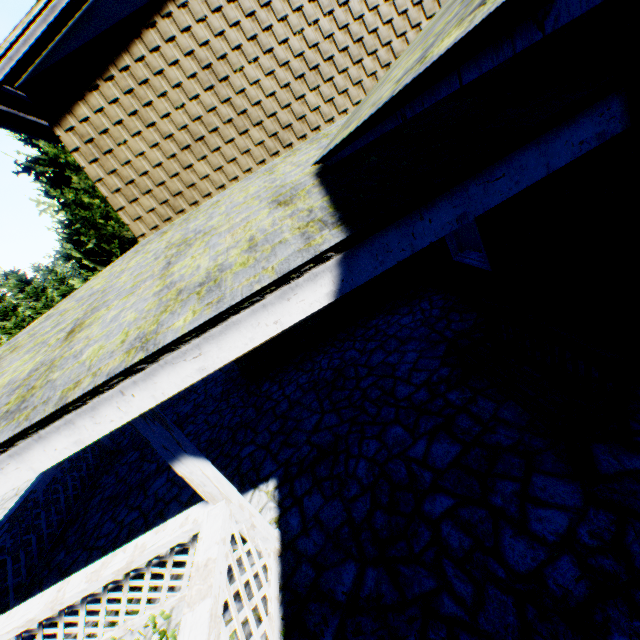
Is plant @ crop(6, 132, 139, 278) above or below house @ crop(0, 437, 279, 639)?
above

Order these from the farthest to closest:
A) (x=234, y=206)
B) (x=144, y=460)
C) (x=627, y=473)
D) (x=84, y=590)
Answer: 1. (x=144, y=460)
2. (x=234, y=206)
3. (x=84, y=590)
4. (x=627, y=473)

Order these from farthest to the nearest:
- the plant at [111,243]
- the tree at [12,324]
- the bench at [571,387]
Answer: the tree at [12,324] < the plant at [111,243] < the bench at [571,387]

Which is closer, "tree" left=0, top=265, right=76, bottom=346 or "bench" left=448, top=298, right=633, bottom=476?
"bench" left=448, top=298, right=633, bottom=476

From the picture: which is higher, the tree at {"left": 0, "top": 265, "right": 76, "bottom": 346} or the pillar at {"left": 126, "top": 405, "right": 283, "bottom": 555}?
the tree at {"left": 0, "top": 265, "right": 76, "bottom": 346}

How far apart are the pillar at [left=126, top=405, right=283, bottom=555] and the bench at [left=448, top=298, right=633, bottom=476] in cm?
313

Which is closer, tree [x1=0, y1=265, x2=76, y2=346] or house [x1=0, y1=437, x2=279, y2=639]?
house [x1=0, y1=437, x2=279, y2=639]

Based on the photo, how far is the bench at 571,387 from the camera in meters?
2.7
